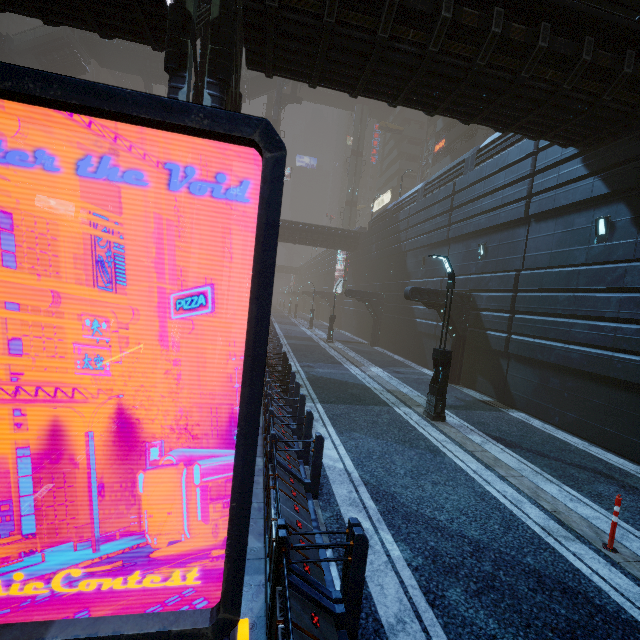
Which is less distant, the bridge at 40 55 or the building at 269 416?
the building at 269 416

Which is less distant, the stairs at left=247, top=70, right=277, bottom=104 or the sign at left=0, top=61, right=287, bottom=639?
the sign at left=0, top=61, right=287, bottom=639

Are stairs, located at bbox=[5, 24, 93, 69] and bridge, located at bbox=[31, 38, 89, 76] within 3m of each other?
yes

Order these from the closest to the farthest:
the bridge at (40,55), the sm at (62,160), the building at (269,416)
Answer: the building at (269,416)
the bridge at (40,55)
the sm at (62,160)

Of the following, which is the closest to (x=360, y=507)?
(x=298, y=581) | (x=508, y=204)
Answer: (x=298, y=581)

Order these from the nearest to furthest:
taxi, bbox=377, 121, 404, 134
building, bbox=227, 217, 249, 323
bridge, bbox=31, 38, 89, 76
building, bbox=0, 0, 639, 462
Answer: building, bbox=0, 0, 639, 462 → bridge, bbox=31, 38, 89, 76 → building, bbox=227, 217, 249, 323 → taxi, bbox=377, 121, 404, 134

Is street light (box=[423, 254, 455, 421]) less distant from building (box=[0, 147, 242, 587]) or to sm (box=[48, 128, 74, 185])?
building (box=[0, 147, 242, 587])

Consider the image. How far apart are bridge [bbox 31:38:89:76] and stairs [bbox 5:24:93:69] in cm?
1
